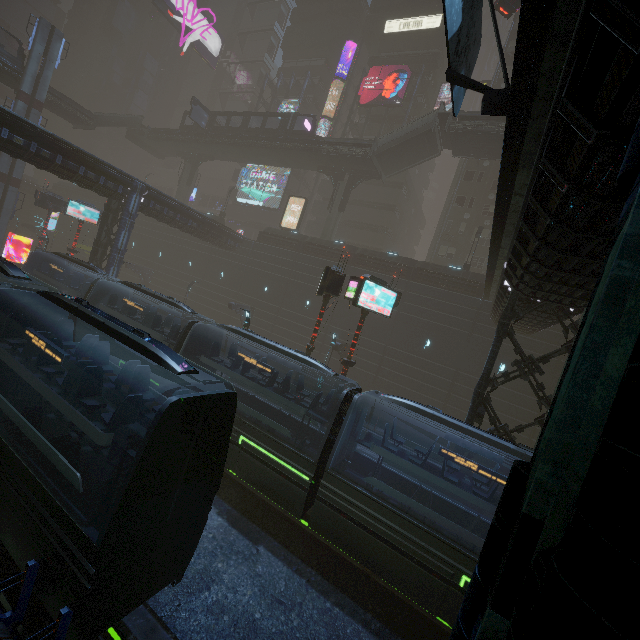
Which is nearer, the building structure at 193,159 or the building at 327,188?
the building at 327,188

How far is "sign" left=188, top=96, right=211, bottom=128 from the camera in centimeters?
3972cm

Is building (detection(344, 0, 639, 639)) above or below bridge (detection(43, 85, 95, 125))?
below

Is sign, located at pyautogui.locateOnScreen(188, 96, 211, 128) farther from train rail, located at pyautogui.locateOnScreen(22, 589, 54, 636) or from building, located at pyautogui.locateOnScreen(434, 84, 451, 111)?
train rail, located at pyautogui.locateOnScreen(22, 589, 54, 636)

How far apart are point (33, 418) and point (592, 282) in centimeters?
1500cm

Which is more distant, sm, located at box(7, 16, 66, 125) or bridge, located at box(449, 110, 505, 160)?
sm, located at box(7, 16, 66, 125)

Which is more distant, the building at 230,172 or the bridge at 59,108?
the building at 230,172

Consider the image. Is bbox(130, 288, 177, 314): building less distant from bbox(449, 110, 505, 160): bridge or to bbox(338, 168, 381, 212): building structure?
bbox(449, 110, 505, 160): bridge
